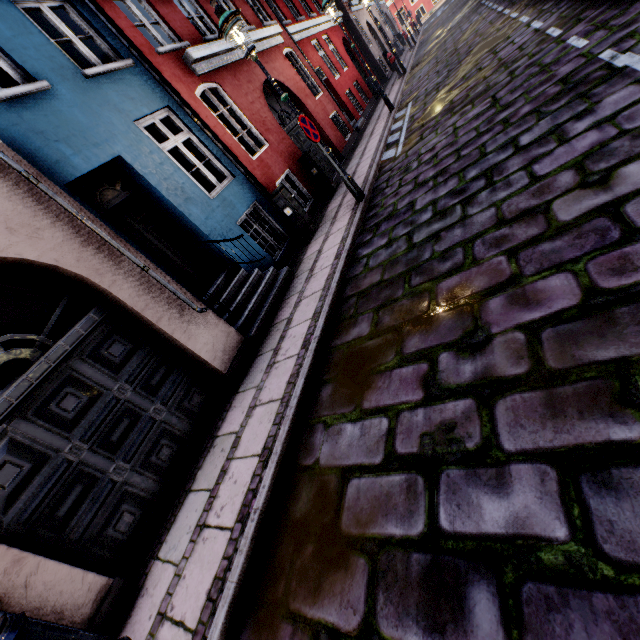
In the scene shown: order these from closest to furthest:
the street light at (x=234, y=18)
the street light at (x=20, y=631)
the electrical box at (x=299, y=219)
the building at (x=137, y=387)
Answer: the street light at (x=20, y=631), the building at (x=137, y=387), the street light at (x=234, y=18), the electrical box at (x=299, y=219)

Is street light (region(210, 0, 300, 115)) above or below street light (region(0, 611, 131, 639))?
above

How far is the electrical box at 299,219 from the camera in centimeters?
736cm

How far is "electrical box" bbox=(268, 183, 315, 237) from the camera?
7.36m

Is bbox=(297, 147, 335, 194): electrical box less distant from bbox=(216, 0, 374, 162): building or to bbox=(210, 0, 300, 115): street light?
bbox=(216, 0, 374, 162): building

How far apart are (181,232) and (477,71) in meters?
7.8 m

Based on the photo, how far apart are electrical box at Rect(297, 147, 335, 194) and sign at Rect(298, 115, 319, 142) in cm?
288

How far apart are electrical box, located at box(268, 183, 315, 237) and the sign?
1.54m
